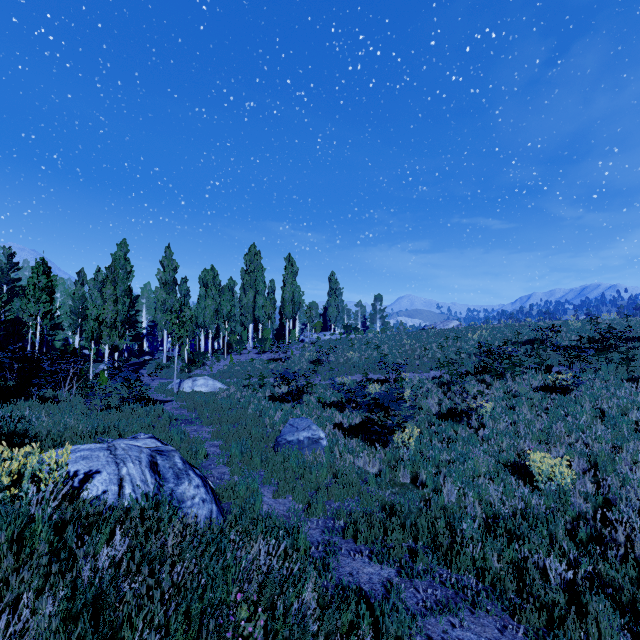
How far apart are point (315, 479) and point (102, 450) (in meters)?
4.38

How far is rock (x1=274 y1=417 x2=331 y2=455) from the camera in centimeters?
880cm

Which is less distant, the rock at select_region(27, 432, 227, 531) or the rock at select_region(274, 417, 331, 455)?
the rock at select_region(27, 432, 227, 531)

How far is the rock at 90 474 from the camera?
3.6 meters

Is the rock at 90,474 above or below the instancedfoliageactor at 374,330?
below

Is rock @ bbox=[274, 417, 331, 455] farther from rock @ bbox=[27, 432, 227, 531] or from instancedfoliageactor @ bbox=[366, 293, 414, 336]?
instancedfoliageactor @ bbox=[366, 293, 414, 336]

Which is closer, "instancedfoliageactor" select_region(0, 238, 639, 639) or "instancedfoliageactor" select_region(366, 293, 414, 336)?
"instancedfoliageactor" select_region(0, 238, 639, 639)

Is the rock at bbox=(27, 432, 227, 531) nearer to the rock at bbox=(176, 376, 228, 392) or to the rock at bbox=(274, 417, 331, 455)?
the rock at bbox=(274, 417, 331, 455)
